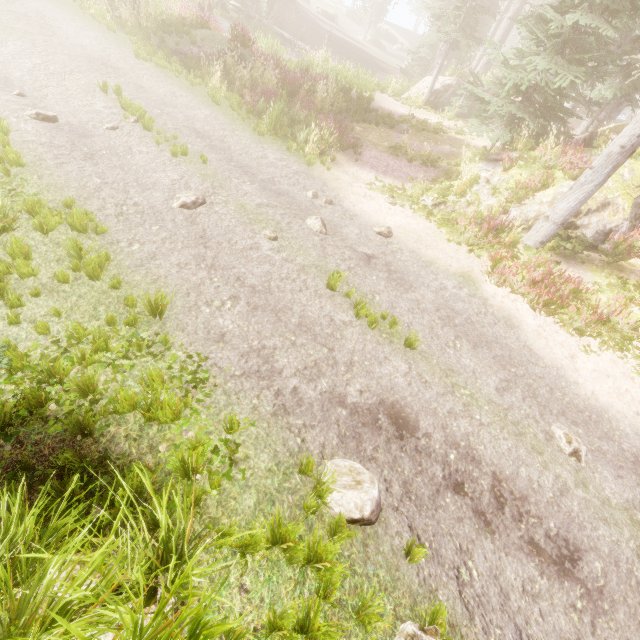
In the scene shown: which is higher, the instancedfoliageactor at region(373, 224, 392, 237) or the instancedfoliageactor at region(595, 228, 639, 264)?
the instancedfoliageactor at region(595, 228, 639, 264)

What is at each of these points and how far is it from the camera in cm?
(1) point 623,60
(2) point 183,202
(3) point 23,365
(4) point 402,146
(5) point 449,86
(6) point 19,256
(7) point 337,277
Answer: (1) instancedfoliageactor, 1548
(2) instancedfoliageactor, 725
(3) instancedfoliageactor, 358
(4) instancedfoliageactor, 1398
(5) rock, 1977
(6) instancedfoliageactor, 455
(7) instancedfoliageactor, 682

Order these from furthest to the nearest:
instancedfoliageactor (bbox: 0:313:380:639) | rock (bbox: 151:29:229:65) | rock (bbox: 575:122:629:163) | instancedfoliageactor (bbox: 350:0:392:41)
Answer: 1. instancedfoliageactor (bbox: 350:0:392:41)
2. rock (bbox: 151:29:229:65)
3. rock (bbox: 575:122:629:163)
4. instancedfoliageactor (bbox: 0:313:380:639)

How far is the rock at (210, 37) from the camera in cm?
1386

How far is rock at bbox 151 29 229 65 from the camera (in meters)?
13.86

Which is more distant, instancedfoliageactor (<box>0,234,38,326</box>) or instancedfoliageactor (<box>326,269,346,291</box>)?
instancedfoliageactor (<box>326,269,346,291</box>)

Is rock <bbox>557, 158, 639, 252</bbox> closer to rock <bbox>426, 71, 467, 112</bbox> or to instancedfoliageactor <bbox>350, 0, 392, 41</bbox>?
instancedfoliageactor <bbox>350, 0, 392, 41</bbox>

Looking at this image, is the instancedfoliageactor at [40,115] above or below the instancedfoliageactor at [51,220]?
below
